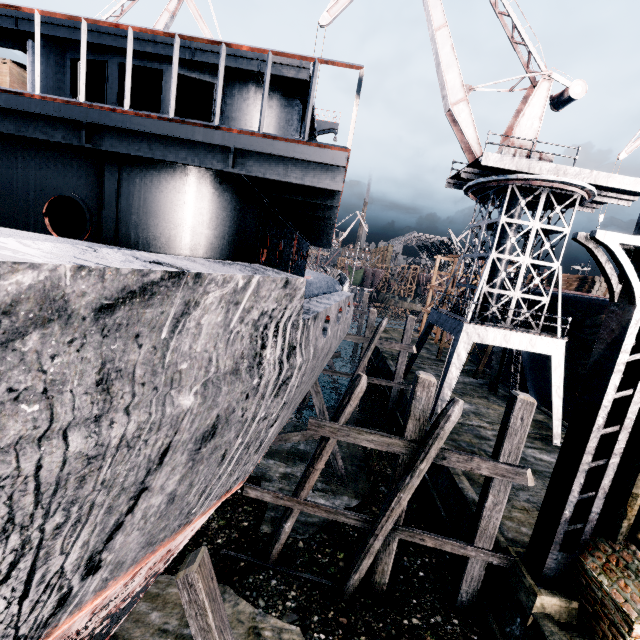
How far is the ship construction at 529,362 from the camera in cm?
2386

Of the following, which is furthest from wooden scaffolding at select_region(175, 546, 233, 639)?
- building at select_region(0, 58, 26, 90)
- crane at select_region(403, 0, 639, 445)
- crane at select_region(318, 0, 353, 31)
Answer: building at select_region(0, 58, 26, 90)

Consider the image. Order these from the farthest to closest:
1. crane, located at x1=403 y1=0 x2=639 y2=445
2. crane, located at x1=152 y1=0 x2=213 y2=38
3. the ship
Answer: crane, located at x1=152 y1=0 x2=213 y2=38, crane, located at x1=403 y1=0 x2=639 y2=445, the ship

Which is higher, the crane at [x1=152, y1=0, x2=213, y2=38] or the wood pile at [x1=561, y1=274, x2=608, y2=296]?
the crane at [x1=152, y1=0, x2=213, y2=38]

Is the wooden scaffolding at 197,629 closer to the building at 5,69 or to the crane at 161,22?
the crane at 161,22

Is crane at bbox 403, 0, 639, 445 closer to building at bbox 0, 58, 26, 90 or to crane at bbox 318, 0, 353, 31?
crane at bbox 318, 0, 353, 31

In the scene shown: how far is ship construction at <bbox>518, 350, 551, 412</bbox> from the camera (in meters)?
23.86

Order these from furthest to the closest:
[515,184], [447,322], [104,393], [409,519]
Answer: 1. [447,322]
2. [515,184]
3. [409,519]
4. [104,393]
